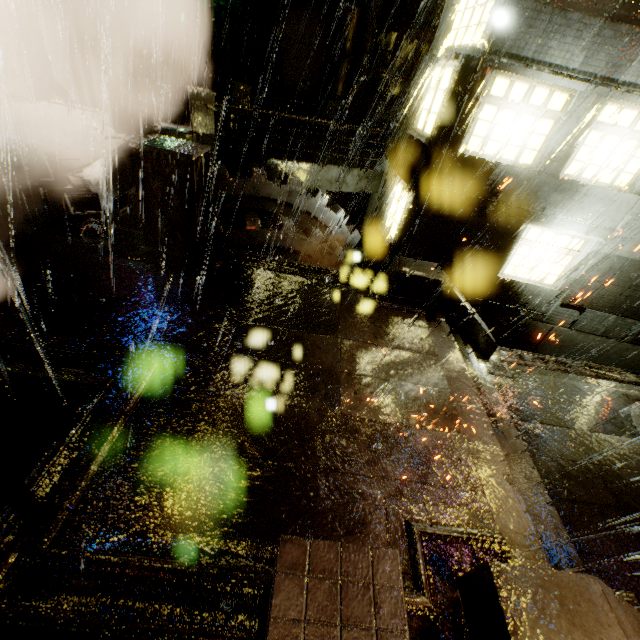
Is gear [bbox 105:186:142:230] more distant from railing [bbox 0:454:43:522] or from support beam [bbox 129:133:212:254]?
railing [bbox 0:454:43:522]

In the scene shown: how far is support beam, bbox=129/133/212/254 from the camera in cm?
627

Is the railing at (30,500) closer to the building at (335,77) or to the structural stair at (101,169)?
the building at (335,77)

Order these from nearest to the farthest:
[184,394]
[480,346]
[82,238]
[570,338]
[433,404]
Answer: [184,394] < [433,404] < [82,238] < [480,346] < [570,338]

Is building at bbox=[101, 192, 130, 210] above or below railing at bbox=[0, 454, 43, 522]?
below

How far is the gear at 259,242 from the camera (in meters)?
9.37

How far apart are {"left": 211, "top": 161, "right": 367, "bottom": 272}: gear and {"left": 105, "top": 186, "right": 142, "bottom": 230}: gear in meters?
0.2 m

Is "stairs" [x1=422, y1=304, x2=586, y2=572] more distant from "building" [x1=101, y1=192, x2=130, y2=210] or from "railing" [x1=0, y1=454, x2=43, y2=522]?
"railing" [x1=0, y1=454, x2=43, y2=522]
